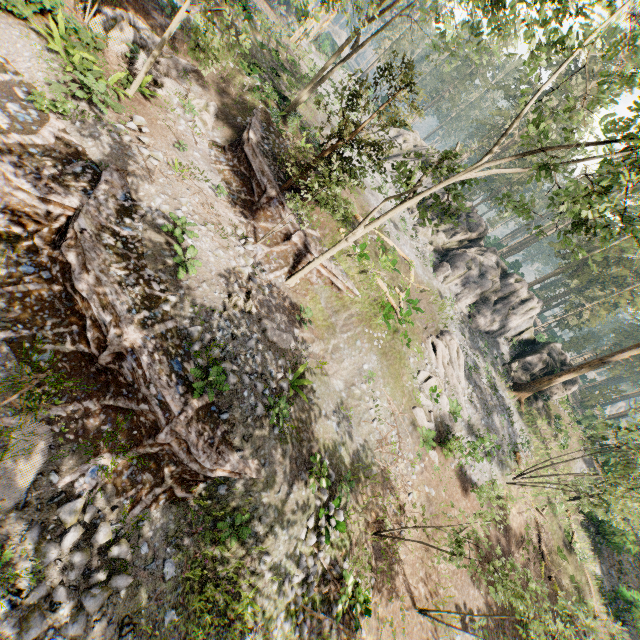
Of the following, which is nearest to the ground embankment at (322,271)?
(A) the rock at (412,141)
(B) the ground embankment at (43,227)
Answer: (B) the ground embankment at (43,227)

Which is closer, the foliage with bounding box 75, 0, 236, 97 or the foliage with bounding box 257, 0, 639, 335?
the foliage with bounding box 257, 0, 639, 335

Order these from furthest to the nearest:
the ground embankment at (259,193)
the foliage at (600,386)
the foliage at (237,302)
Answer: the foliage at (600,386) < the ground embankment at (259,193) < the foliage at (237,302)

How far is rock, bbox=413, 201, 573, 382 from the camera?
29.67m

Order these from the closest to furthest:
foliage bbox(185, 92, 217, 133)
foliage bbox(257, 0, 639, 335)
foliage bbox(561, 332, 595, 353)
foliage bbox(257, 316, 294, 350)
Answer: foliage bbox(257, 0, 639, 335) → foliage bbox(257, 316, 294, 350) → foliage bbox(185, 92, 217, 133) → foliage bbox(561, 332, 595, 353)

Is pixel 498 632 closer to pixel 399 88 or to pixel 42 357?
pixel 42 357

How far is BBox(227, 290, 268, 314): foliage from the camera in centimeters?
1216cm

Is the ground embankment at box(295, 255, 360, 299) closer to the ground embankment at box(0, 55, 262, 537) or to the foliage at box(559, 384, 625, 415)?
the foliage at box(559, 384, 625, 415)
